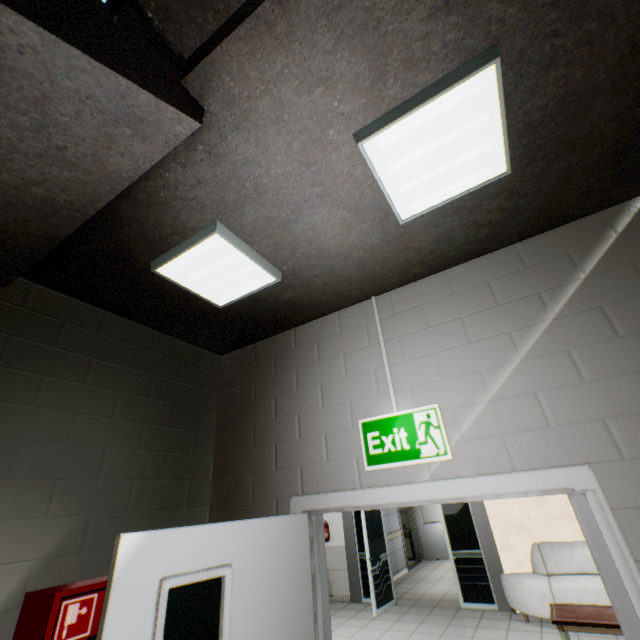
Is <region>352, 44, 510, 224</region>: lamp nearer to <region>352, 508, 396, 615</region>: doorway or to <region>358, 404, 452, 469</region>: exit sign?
<region>358, 404, 452, 469</region>: exit sign

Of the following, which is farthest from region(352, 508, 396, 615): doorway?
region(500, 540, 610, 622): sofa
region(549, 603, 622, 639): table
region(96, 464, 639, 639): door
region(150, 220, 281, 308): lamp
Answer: region(150, 220, 281, 308): lamp

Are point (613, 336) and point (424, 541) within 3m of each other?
no

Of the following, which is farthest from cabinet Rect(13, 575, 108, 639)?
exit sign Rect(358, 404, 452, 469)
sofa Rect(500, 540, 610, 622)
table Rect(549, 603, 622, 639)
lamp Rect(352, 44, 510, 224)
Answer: sofa Rect(500, 540, 610, 622)

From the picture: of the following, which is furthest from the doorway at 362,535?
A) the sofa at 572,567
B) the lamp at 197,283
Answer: the lamp at 197,283

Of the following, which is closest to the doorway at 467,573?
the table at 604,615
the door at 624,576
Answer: the table at 604,615

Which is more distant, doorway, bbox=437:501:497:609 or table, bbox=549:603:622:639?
doorway, bbox=437:501:497:609

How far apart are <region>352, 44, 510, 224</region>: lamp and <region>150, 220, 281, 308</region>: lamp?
0.7 meters
